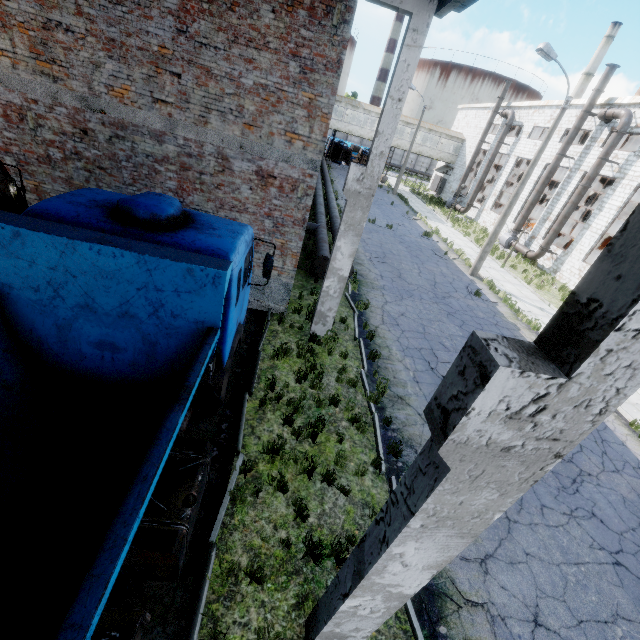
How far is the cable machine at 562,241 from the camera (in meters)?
28.09

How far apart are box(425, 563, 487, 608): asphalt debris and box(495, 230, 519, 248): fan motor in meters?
26.6 m

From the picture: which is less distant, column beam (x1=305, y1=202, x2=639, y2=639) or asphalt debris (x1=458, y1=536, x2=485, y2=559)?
column beam (x1=305, y1=202, x2=639, y2=639)

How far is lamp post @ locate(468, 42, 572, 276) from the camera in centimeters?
1347cm

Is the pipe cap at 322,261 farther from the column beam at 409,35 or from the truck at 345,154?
the truck at 345,154

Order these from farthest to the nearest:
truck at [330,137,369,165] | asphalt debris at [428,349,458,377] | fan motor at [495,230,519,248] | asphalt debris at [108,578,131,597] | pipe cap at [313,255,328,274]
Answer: truck at [330,137,369,165], fan motor at [495,230,519,248], pipe cap at [313,255,328,274], asphalt debris at [428,349,458,377], asphalt debris at [108,578,131,597]

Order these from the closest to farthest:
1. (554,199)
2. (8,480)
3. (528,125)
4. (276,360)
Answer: (8,480) < (276,360) < (554,199) < (528,125)

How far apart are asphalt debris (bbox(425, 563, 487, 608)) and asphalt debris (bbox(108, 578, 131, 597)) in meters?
3.7
